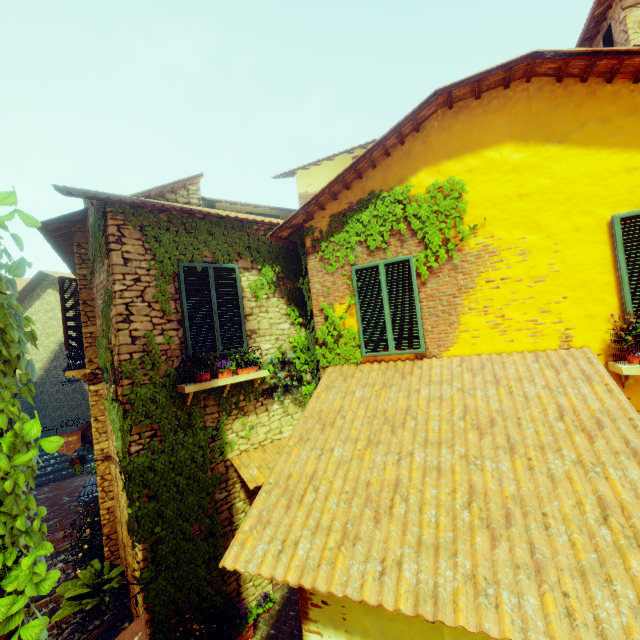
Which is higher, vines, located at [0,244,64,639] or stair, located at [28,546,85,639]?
vines, located at [0,244,64,639]

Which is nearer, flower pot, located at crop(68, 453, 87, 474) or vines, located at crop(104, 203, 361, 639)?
vines, located at crop(104, 203, 361, 639)

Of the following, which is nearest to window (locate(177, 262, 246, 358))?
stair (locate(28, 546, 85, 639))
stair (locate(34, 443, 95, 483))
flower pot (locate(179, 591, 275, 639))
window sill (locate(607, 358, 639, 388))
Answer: flower pot (locate(179, 591, 275, 639))

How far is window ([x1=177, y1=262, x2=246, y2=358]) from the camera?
5.5m

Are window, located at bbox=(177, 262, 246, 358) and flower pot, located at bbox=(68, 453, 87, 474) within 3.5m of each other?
no

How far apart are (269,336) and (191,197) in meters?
4.4

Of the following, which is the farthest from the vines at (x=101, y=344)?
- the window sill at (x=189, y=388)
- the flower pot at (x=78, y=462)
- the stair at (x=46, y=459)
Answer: the stair at (x=46, y=459)

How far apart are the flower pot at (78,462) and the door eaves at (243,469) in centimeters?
481cm
